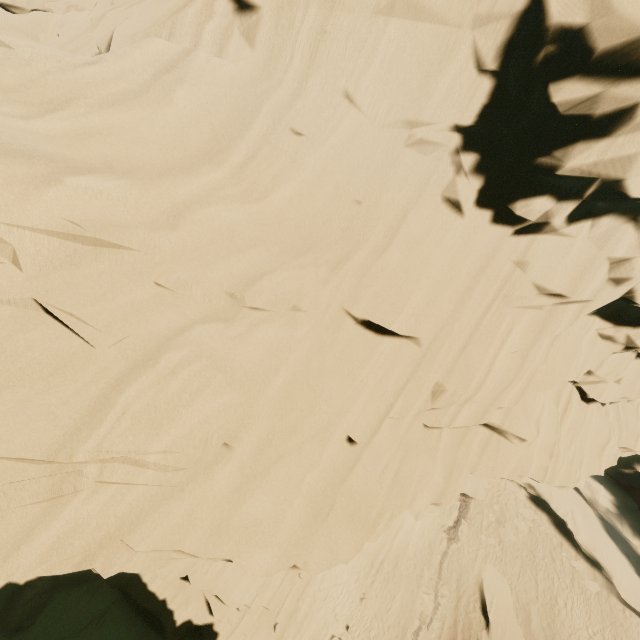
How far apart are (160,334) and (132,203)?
2.2 meters

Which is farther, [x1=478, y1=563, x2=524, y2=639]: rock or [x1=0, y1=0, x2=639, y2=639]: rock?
[x1=478, y1=563, x2=524, y2=639]: rock

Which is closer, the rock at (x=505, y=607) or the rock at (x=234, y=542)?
the rock at (x=234, y=542)

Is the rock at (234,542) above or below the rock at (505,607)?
above

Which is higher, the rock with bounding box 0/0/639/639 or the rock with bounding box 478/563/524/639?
the rock with bounding box 0/0/639/639
